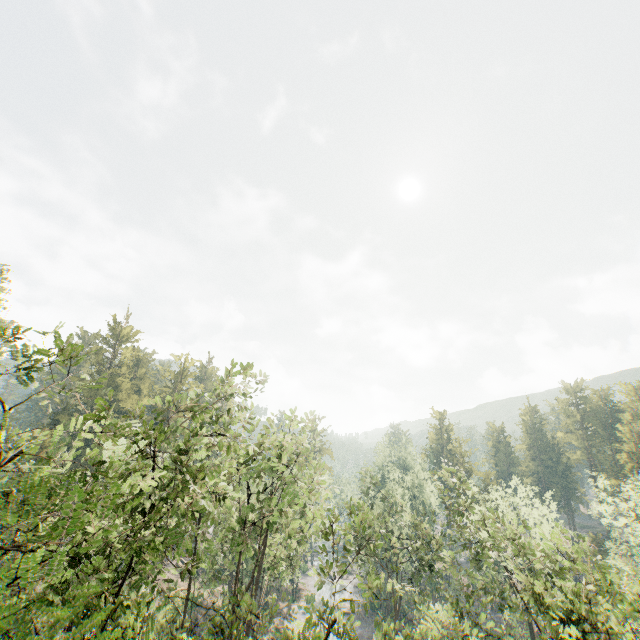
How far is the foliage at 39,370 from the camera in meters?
8.3

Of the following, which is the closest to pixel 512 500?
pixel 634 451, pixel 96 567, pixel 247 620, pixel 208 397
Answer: pixel 634 451

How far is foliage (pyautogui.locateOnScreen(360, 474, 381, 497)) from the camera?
39.7m

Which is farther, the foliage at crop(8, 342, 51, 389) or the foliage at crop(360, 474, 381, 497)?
the foliage at crop(360, 474, 381, 497)

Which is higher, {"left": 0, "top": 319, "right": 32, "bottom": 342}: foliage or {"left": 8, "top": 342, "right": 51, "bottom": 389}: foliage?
{"left": 0, "top": 319, "right": 32, "bottom": 342}: foliage

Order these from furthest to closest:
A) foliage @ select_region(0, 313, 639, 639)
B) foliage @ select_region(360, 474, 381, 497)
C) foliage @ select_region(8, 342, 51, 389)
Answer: foliage @ select_region(360, 474, 381, 497)
foliage @ select_region(8, 342, 51, 389)
foliage @ select_region(0, 313, 639, 639)

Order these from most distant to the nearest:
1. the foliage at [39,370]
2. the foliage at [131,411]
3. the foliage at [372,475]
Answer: the foliage at [372,475] → the foliage at [39,370] → the foliage at [131,411]
